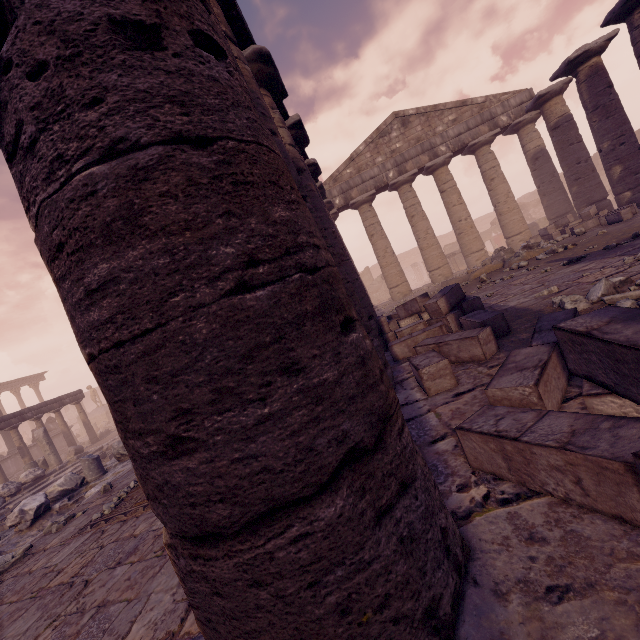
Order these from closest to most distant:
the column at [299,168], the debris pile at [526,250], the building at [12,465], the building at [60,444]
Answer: the column at [299,168] → the debris pile at [526,250] → the building at [12,465] → the building at [60,444]

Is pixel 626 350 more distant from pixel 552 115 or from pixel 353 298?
pixel 552 115

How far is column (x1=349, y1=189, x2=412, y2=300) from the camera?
16.2 meters

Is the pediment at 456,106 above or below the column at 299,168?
above

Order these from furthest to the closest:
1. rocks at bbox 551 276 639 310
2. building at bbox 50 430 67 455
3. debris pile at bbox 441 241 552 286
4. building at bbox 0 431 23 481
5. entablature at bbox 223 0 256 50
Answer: building at bbox 50 430 67 455
building at bbox 0 431 23 481
debris pile at bbox 441 241 552 286
entablature at bbox 223 0 256 50
rocks at bbox 551 276 639 310

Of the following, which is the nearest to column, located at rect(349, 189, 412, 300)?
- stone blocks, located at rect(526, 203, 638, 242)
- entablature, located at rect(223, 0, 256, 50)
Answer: entablature, located at rect(223, 0, 256, 50)

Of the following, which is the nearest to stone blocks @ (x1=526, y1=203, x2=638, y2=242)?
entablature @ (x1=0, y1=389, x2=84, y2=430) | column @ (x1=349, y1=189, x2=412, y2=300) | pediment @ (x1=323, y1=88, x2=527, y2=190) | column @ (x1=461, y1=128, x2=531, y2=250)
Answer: column @ (x1=461, y1=128, x2=531, y2=250)

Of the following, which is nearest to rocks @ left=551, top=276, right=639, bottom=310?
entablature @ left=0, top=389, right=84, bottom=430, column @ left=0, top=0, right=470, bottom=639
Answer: column @ left=0, top=0, right=470, bottom=639
